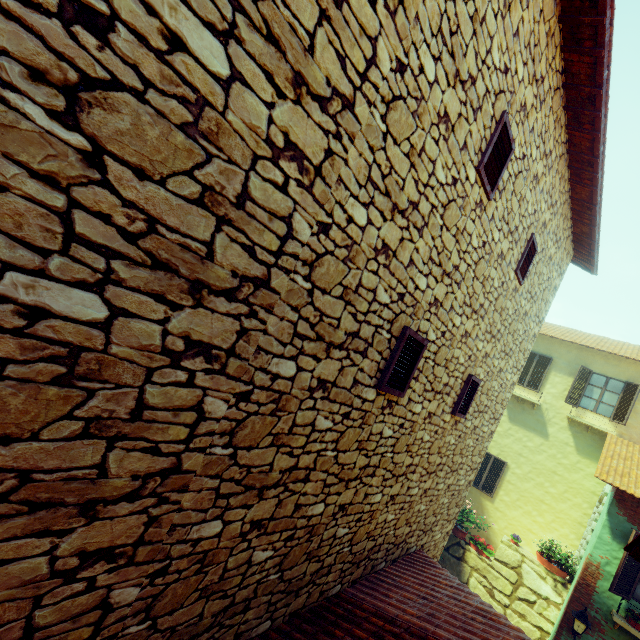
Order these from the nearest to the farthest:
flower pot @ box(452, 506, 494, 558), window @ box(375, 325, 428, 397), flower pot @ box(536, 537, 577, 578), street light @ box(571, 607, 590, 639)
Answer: window @ box(375, 325, 428, 397), street light @ box(571, 607, 590, 639), flower pot @ box(536, 537, 577, 578), flower pot @ box(452, 506, 494, 558)

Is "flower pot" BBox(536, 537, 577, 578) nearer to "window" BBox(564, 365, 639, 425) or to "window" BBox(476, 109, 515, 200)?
"window" BBox(476, 109, 515, 200)

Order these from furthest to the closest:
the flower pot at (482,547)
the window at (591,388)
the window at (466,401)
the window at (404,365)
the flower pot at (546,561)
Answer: the window at (591,388)
the flower pot at (482,547)
the flower pot at (546,561)
the window at (466,401)
the window at (404,365)

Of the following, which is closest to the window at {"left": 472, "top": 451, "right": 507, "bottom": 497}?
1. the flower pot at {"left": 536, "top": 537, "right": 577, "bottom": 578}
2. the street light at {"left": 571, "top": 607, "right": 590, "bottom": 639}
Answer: the flower pot at {"left": 536, "top": 537, "right": 577, "bottom": 578}

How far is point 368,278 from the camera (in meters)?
2.66

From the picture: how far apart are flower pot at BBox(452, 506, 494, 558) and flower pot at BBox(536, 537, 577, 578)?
1.28m

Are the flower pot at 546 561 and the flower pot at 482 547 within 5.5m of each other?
yes

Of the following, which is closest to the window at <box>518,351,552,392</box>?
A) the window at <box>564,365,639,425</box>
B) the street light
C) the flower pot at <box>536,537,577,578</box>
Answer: the window at <box>564,365,639,425</box>
